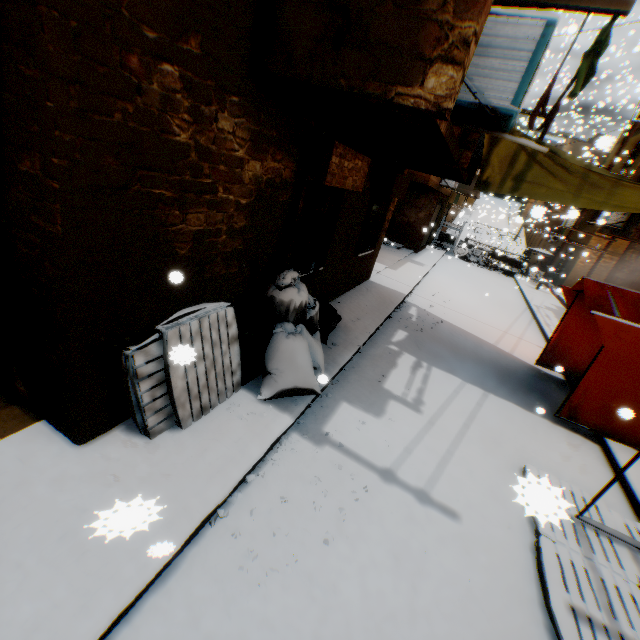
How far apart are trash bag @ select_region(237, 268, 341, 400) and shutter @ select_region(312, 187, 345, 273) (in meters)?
0.01

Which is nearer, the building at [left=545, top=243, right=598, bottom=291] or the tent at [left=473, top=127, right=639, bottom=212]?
the tent at [left=473, top=127, right=639, bottom=212]

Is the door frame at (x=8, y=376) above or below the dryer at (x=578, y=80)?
below

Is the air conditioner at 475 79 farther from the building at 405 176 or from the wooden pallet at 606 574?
the wooden pallet at 606 574

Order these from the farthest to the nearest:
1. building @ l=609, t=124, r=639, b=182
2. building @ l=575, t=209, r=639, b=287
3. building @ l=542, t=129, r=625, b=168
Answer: building @ l=542, t=129, r=625, b=168, building @ l=609, t=124, r=639, b=182, building @ l=575, t=209, r=639, b=287

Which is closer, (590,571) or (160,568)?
(160,568)

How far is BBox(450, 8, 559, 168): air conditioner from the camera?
3.05m

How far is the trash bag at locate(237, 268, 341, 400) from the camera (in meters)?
4.38
